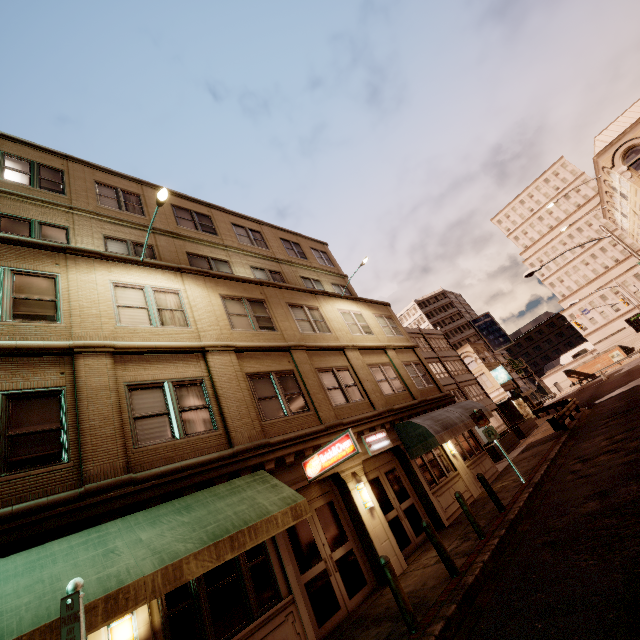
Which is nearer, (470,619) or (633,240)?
(470,619)

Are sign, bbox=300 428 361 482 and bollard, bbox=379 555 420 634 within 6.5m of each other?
yes

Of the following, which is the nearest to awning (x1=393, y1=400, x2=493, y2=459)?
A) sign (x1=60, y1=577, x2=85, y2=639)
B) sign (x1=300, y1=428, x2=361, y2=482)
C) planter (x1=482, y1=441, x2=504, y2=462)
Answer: planter (x1=482, y1=441, x2=504, y2=462)

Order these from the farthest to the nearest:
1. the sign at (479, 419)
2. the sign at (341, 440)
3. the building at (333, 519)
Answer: the sign at (479, 419)
the sign at (341, 440)
the building at (333, 519)

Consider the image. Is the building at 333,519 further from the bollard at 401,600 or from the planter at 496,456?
the planter at 496,456

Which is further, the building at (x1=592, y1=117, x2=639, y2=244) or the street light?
the building at (x1=592, y1=117, x2=639, y2=244)

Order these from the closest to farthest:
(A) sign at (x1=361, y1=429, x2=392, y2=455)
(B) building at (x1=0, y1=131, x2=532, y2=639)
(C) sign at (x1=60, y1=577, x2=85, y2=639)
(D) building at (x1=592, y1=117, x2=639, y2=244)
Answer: (C) sign at (x1=60, y1=577, x2=85, y2=639), (B) building at (x1=0, y1=131, x2=532, y2=639), (A) sign at (x1=361, y1=429, x2=392, y2=455), (D) building at (x1=592, y1=117, x2=639, y2=244)

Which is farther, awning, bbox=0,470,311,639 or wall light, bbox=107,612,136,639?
wall light, bbox=107,612,136,639
